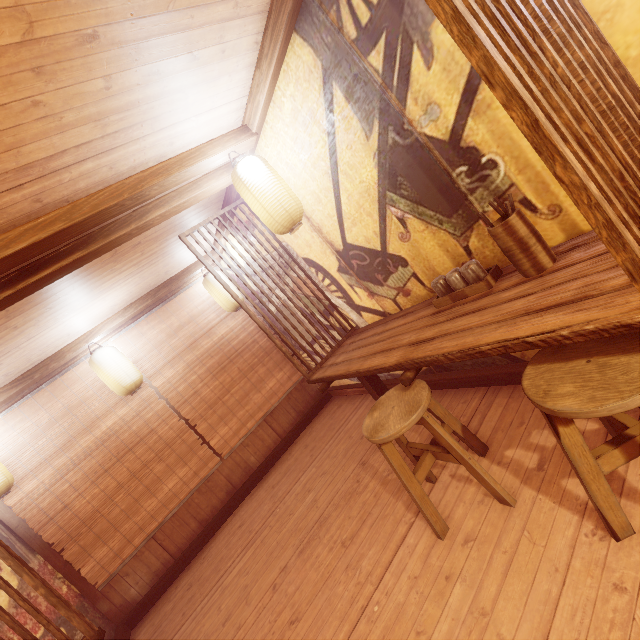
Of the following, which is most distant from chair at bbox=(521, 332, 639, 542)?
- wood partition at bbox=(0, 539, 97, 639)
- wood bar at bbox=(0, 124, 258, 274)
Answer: wood partition at bbox=(0, 539, 97, 639)

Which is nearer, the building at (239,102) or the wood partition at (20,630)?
the building at (239,102)

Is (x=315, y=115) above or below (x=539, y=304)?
above

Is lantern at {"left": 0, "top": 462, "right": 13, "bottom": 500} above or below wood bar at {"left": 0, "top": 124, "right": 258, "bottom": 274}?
below

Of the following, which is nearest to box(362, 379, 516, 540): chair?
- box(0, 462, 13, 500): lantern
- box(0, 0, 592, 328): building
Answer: box(0, 0, 592, 328): building

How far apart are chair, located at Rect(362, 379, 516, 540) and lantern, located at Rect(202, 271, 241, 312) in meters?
5.3 m

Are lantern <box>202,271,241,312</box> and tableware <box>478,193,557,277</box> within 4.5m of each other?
no

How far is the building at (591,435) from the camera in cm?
305
